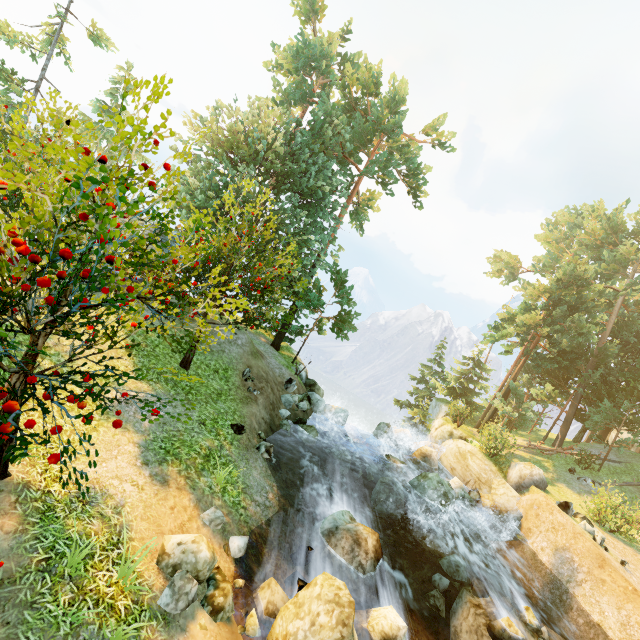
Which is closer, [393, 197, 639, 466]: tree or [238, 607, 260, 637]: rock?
[238, 607, 260, 637]: rock

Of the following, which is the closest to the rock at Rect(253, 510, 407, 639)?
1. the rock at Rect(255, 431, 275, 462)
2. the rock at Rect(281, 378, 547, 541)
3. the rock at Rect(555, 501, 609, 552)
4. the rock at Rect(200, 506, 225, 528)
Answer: the rock at Rect(200, 506, 225, 528)

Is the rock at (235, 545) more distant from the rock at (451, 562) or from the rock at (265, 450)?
the rock at (451, 562)

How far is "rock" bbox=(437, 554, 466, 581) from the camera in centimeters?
1286cm

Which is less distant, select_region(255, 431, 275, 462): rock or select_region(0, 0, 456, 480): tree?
select_region(0, 0, 456, 480): tree

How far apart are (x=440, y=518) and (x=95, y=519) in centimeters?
1404cm

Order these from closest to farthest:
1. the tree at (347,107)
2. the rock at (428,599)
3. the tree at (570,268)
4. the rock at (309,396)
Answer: the tree at (347,107) → the rock at (428,599) → the rock at (309,396) → the tree at (570,268)

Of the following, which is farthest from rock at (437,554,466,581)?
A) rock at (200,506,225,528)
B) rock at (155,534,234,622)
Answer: rock at (200,506,225,528)
